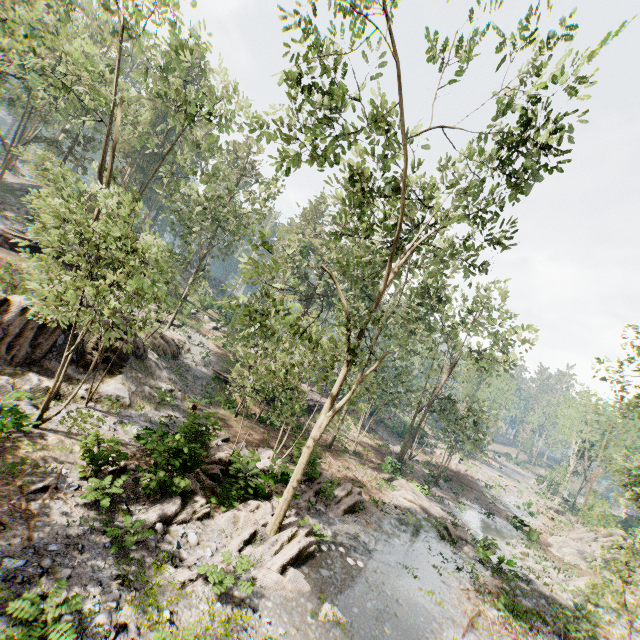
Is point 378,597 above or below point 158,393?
below

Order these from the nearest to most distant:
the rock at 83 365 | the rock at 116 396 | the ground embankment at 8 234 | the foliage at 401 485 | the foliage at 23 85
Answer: the foliage at 23 85
the rock at 83 365
the rock at 116 396
the foliage at 401 485
the ground embankment at 8 234

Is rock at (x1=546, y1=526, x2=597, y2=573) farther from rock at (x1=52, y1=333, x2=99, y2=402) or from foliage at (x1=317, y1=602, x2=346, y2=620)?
rock at (x1=52, y1=333, x2=99, y2=402)

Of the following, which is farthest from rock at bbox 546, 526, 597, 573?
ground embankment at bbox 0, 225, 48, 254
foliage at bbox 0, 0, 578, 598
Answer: ground embankment at bbox 0, 225, 48, 254

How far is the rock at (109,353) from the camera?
16.9m

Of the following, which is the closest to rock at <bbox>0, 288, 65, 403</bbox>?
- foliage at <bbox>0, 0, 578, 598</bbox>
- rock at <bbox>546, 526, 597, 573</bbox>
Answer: foliage at <bbox>0, 0, 578, 598</bbox>

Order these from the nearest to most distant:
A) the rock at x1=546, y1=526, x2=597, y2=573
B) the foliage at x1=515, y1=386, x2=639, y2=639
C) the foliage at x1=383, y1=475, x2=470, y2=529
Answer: the foliage at x1=515, y1=386, x2=639, y2=639 < the foliage at x1=383, y1=475, x2=470, y2=529 < the rock at x1=546, y1=526, x2=597, y2=573
